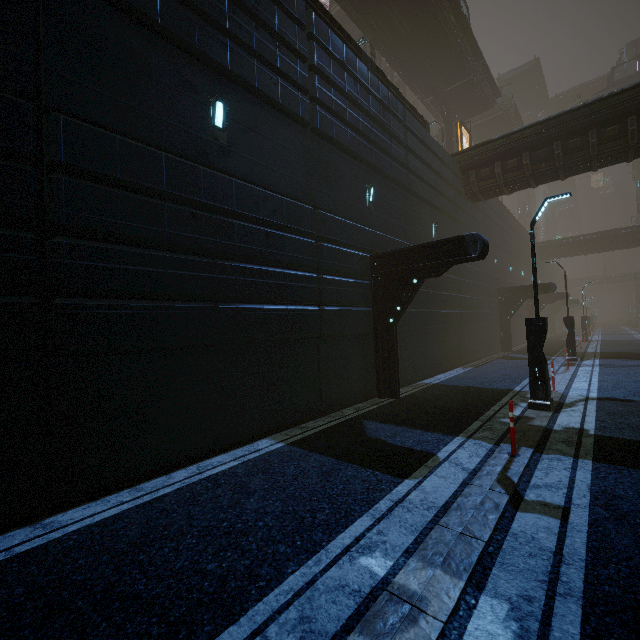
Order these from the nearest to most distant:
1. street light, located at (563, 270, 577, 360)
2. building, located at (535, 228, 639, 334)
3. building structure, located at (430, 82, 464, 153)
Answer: street light, located at (563, 270, 577, 360) < building structure, located at (430, 82, 464, 153) < building, located at (535, 228, 639, 334)

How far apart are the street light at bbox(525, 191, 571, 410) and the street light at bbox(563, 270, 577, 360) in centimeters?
1127cm

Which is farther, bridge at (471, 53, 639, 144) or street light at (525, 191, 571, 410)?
bridge at (471, 53, 639, 144)

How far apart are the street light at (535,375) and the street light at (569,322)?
11.3m

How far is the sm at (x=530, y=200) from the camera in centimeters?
5936cm

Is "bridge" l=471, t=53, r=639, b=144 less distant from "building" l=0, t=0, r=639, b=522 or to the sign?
"building" l=0, t=0, r=639, b=522

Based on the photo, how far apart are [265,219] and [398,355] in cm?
773

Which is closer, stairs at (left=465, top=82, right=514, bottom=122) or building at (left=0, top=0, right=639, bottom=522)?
building at (left=0, top=0, right=639, bottom=522)
